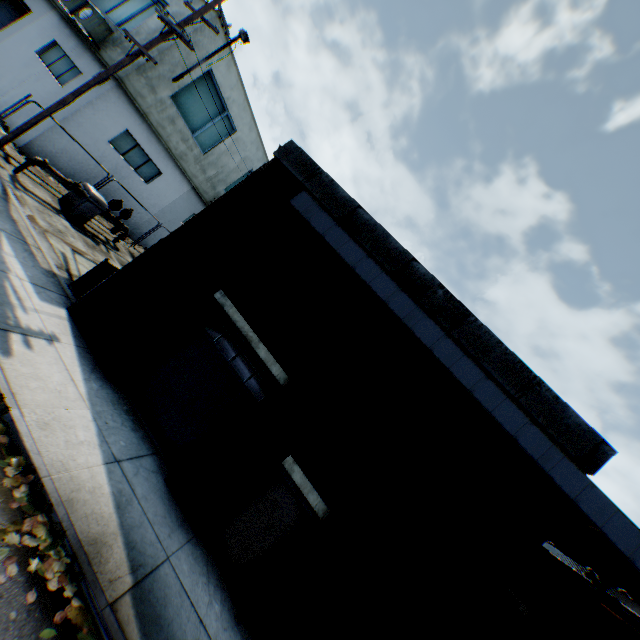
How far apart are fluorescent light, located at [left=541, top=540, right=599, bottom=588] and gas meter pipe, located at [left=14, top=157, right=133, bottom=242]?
18.83m

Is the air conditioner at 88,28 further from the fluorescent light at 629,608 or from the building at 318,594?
the fluorescent light at 629,608

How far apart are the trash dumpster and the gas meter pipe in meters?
5.4 m

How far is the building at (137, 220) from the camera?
16.3m

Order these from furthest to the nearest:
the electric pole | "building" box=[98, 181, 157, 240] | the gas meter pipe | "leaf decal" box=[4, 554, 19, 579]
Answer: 1. "building" box=[98, 181, 157, 240]
2. the gas meter pipe
3. the electric pole
4. "leaf decal" box=[4, 554, 19, 579]

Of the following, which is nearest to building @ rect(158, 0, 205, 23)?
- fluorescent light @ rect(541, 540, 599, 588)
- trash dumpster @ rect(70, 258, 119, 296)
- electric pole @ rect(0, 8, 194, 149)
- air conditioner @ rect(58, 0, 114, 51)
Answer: air conditioner @ rect(58, 0, 114, 51)

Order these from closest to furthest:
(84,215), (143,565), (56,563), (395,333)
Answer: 1. (56,563)
2. (143,565)
3. (395,333)
4. (84,215)

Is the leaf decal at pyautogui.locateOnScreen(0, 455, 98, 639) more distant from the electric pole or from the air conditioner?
the air conditioner
